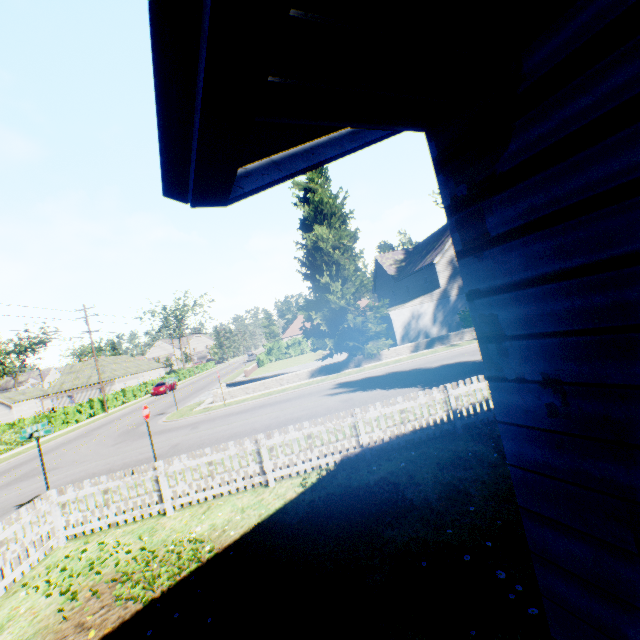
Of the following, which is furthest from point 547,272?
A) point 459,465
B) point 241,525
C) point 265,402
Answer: point 265,402

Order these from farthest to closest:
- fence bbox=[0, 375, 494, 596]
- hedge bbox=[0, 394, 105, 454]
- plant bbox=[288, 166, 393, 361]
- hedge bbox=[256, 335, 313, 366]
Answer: hedge bbox=[256, 335, 313, 366] → hedge bbox=[0, 394, 105, 454] → plant bbox=[288, 166, 393, 361] → fence bbox=[0, 375, 494, 596]

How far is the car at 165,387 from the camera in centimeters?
4053cm

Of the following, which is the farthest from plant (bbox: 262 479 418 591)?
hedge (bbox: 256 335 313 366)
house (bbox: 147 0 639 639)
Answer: hedge (bbox: 256 335 313 366)

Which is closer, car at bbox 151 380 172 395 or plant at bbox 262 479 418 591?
plant at bbox 262 479 418 591

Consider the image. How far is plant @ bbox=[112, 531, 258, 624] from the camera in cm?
479

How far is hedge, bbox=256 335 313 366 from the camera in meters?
47.6 m

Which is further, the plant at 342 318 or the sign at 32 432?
the plant at 342 318
